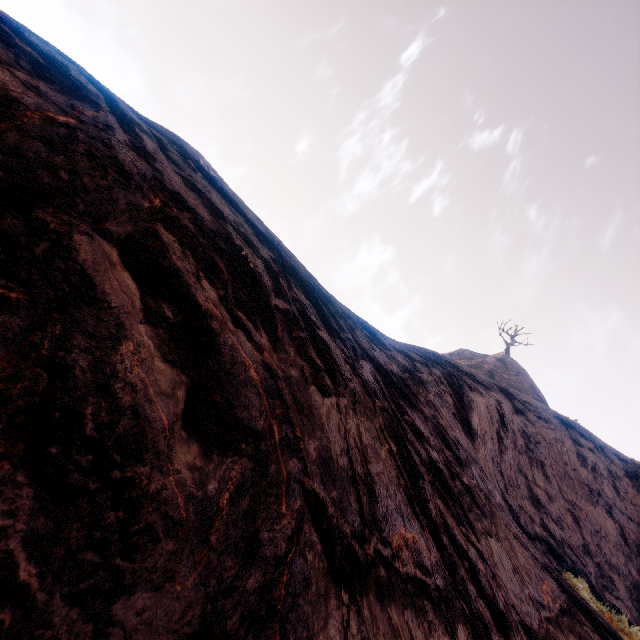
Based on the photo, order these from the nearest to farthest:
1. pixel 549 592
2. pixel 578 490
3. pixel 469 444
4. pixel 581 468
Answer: pixel 549 592, pixel 469 444, pixel 578 490, pixel 581 468
